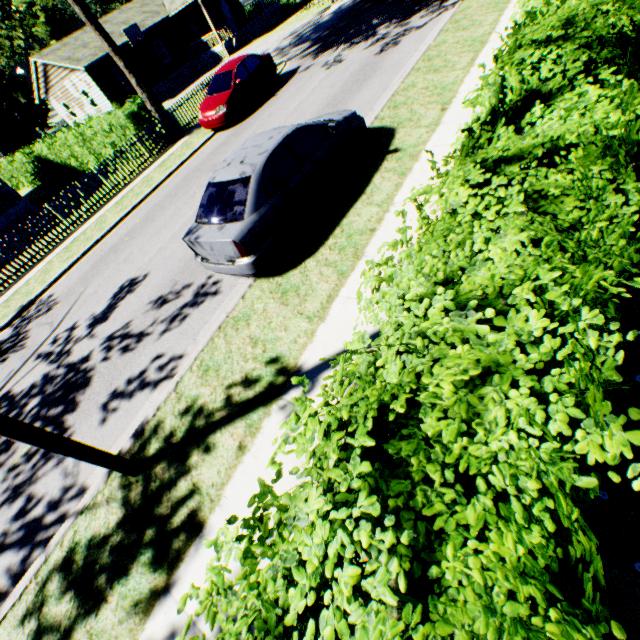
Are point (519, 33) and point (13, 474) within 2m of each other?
no

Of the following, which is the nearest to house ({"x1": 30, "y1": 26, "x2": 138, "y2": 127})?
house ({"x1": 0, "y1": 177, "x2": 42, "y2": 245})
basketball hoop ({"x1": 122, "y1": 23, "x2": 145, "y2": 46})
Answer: basketball hoop ({"x1": 122, "y1": 23, "x2": 145, "y2": 46})

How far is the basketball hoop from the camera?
26.1 meters

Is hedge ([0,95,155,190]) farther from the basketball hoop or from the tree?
the basketball hoop

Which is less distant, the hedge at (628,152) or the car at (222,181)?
the hedge at (628,152)

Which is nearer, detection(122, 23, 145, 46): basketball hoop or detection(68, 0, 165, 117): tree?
detection(68, 0, 165, 117): tree

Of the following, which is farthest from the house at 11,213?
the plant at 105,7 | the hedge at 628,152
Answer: the plant at 105,7

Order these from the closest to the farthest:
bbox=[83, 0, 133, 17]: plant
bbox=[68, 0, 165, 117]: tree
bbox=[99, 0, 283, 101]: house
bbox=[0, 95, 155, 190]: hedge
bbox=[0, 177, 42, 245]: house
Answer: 1. bbox=[68, 0, 165, 117]: tree
2. bbox=[0, 95, 155, 190]: hedge
3. bbox=[0, 177, 42, 245]: house
4. bbox=[99, 0, 283, 101]: house
5. bbox=[83, 0, 133, 17]: plant
